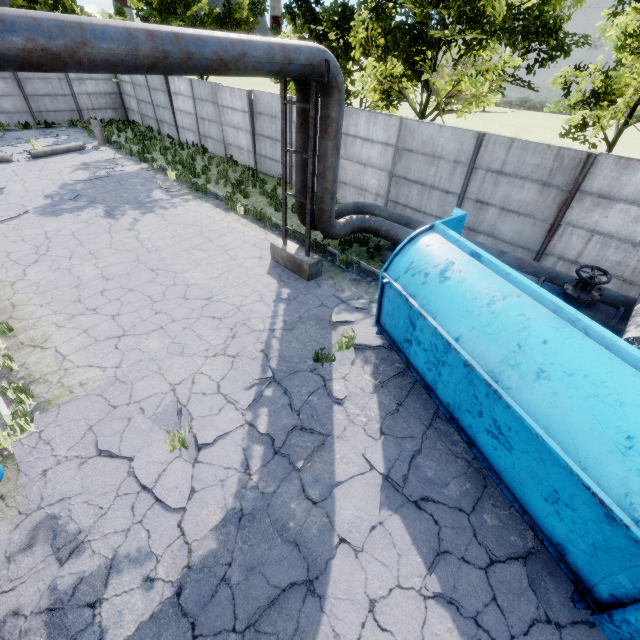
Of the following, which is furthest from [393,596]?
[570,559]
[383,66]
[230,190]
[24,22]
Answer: [383,66]

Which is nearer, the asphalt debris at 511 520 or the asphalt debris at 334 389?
the asphalt debris at 511 520

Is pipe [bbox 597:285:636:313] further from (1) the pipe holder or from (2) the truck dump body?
(2) the truck dump body

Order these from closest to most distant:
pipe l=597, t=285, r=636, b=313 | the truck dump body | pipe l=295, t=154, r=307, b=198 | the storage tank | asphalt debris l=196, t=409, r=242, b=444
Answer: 1. the truck dump body
2. asphalt debris l=196, t=409, r=242, b=444
3. pipe l=597, t=285, r=636, b=313
4. pipe l=295, t=154, r=307, b=198
5. the storage tank

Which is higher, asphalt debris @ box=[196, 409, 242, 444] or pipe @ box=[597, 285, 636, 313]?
pipe @ box=[597, 285, 636, 313]

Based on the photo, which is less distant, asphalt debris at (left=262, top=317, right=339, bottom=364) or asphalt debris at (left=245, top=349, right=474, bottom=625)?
asphalt debris at (left=245, top=349, right=474, bottom=625)

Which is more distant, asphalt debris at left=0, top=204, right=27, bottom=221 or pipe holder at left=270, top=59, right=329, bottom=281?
asphalt debris at left=0, top=204, right=27, bottom=221

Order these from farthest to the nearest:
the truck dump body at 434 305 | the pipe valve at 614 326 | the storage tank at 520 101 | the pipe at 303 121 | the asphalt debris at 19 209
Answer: the storage tank at 520 101 → the asphalt debris at 19 209 → the pipe at 303 121 → the pipe valve at 614 326 → the truck dump body at 434 305
